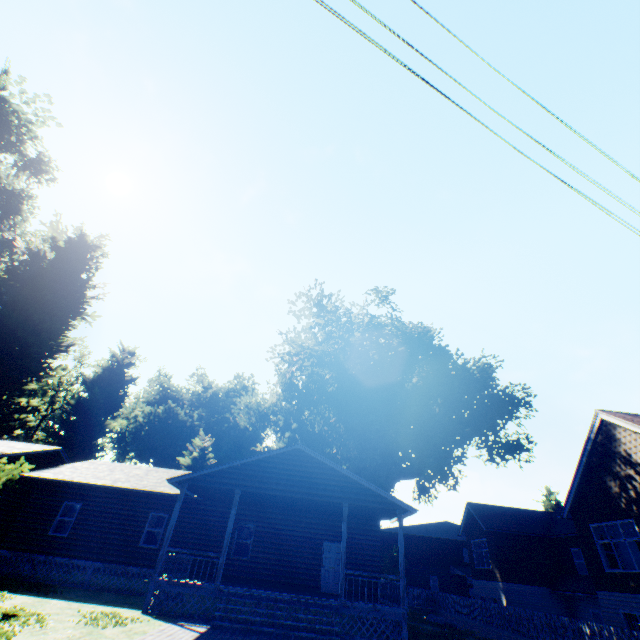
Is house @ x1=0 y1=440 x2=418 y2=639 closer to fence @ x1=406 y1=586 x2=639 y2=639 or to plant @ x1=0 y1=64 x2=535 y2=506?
fence @ x1=406 y1=586 x2=639 y2=639

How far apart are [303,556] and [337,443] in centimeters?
1391cm

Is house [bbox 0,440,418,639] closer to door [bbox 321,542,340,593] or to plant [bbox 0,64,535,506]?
door [bbox 321,542,340,593]

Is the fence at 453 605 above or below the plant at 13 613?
above

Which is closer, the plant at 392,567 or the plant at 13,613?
the plant at 13,613

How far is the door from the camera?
16.78m
